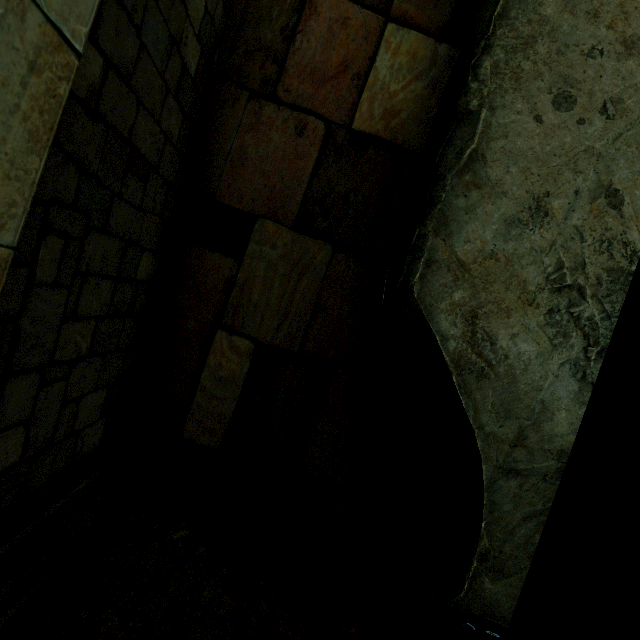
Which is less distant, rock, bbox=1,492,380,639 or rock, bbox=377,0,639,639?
rock, bbox=1,492,380,639

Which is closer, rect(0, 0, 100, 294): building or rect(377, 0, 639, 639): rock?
rect(0, 0, 100, 294): building

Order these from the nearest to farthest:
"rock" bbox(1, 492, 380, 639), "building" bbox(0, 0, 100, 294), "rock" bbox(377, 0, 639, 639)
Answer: "building" bbox(0, 0, 100, 294) → "rock" bbox(1, 492, 380, 639) → "rock" bbox(377, 0, 639, 639)

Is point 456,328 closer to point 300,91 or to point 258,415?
point 258,415

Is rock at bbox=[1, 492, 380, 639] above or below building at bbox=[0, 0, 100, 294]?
below

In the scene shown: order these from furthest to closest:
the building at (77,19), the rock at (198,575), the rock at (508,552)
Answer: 1. the rock at (508,552)
2. the rock at (198,575)
3. the building at (77,19)

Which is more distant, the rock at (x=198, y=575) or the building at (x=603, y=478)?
the rock at (x=198, y=575)
